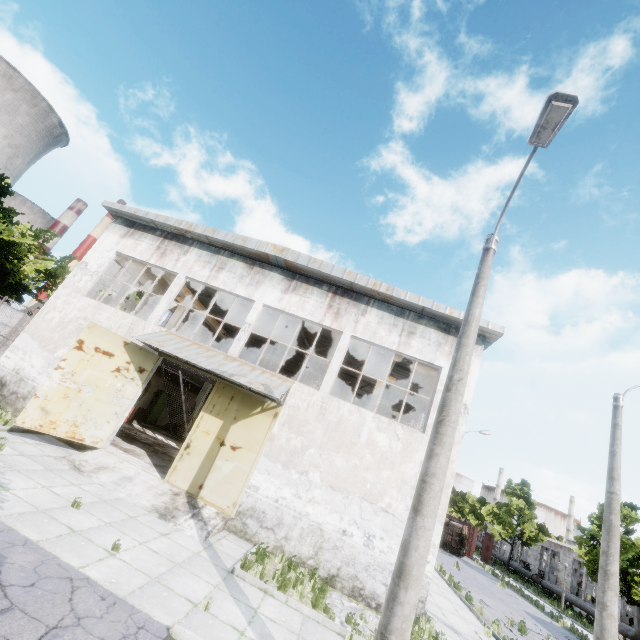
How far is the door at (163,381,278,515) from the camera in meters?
11.1 m

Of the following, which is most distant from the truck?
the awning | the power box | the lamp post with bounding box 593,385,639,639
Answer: the awning

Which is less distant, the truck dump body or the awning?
the awning

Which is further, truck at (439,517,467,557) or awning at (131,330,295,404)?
truck at (439,517,467,557)

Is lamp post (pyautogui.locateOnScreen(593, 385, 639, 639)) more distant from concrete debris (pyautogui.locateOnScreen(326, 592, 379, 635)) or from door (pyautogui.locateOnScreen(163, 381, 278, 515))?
door (pyautogui.locateOnScreen(163, 381, 278, 515))

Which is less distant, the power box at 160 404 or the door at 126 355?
the door at 126 355

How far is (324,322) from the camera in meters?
13.5

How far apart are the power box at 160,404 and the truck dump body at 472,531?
34.13m
